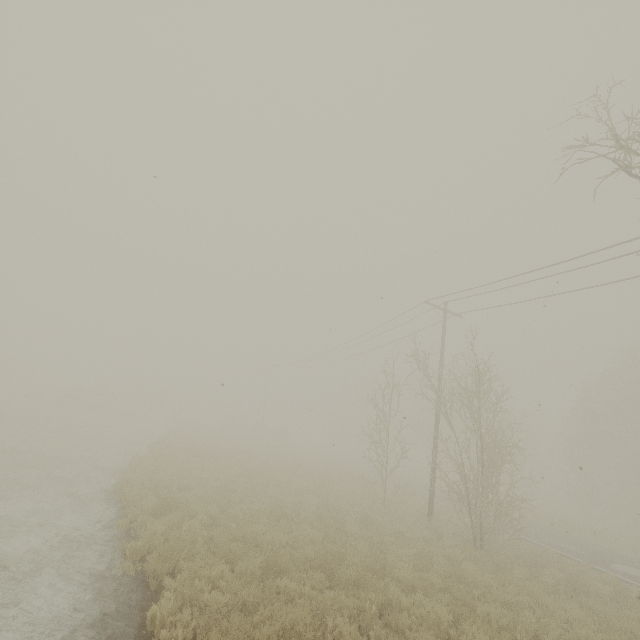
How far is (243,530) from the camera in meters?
9.9 m
